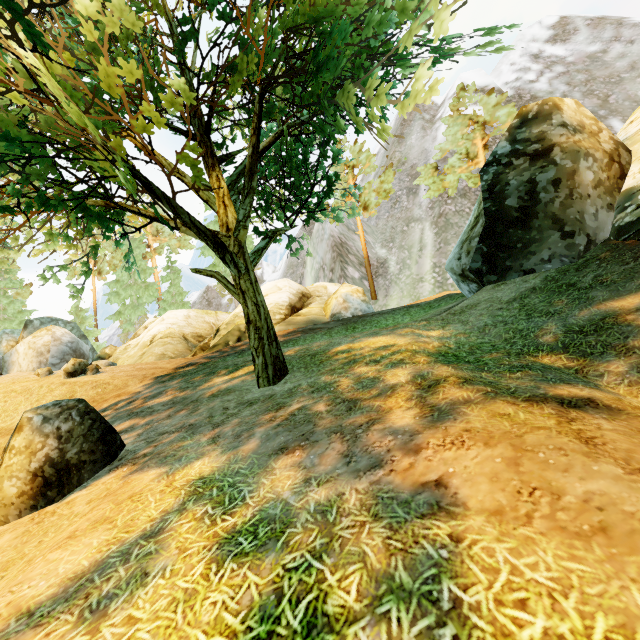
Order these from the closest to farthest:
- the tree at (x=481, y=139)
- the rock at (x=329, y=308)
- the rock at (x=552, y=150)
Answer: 1. the rock at (x=552, y=150)
2. the rock at (x=329, y=308)
3. the tree at (x=481, y=139)

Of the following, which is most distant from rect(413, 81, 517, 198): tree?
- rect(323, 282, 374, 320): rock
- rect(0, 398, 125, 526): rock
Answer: rect(323, 282, 374, 320): rock

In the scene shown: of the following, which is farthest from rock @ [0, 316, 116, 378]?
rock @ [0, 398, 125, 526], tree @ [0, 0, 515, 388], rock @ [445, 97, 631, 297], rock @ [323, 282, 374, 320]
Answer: rock @ [445, 97, 631, 297]

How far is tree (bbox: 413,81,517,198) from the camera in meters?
23.3

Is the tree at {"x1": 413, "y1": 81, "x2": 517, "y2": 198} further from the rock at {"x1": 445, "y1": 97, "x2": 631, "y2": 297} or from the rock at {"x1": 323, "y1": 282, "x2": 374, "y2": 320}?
the rock at {"x1": 323, "y1": 282, "x2": 374, "y2": 320}

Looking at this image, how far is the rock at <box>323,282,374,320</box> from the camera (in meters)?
18.33

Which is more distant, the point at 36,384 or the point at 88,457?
the point at 36,384

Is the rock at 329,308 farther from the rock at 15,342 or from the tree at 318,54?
the rock at 15,342
